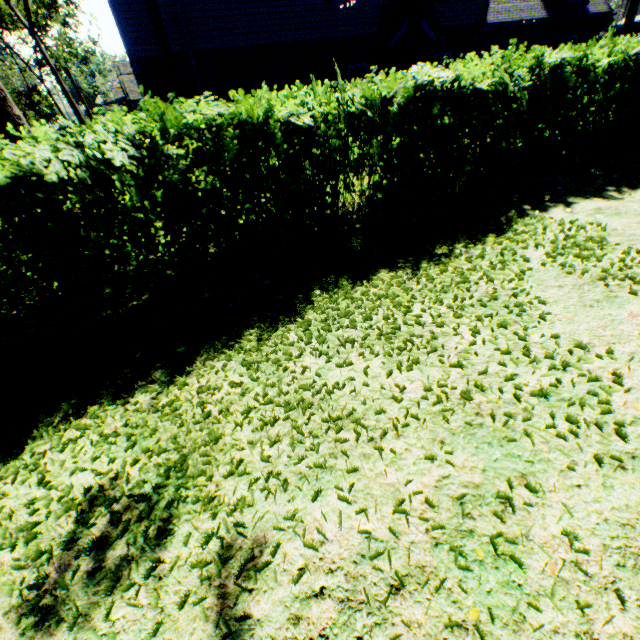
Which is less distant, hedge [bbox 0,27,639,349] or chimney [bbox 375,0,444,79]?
hedge [bbox 0,27,639,349]

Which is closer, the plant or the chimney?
the chimney

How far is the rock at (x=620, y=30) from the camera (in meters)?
27.22

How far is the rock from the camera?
27.22m

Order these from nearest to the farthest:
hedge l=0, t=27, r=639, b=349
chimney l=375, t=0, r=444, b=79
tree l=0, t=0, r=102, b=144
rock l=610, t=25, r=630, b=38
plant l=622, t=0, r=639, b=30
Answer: hedge l=0, t=27, r=639, b=349
tree l=0, t=0, r=102, b=144
chimney l=375, t=0, r=444, b=79
rock l=610, t=25, r=630, b=38
plant l=622, t=0, r=639, b=30

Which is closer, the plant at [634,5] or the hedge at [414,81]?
the hedge at [414,81]

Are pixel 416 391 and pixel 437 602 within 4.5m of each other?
yes

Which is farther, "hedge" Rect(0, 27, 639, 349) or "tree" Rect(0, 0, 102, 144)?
"tree" Rect(0, 0, 102, 144)
